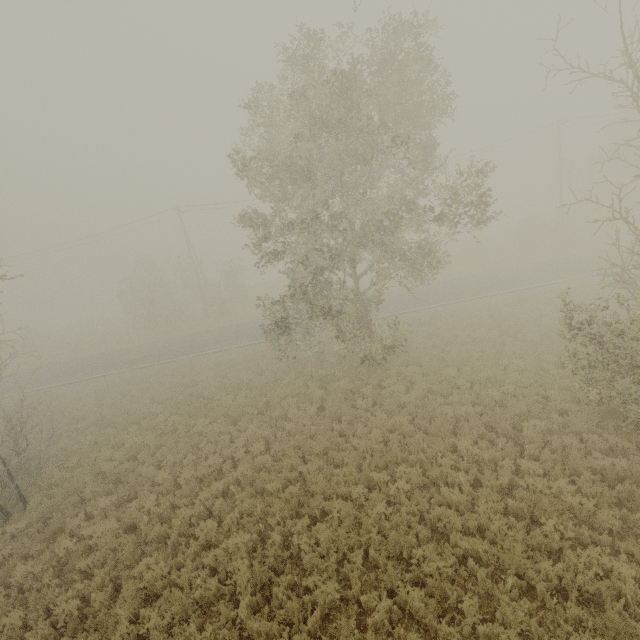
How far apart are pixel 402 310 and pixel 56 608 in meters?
21.3 m
